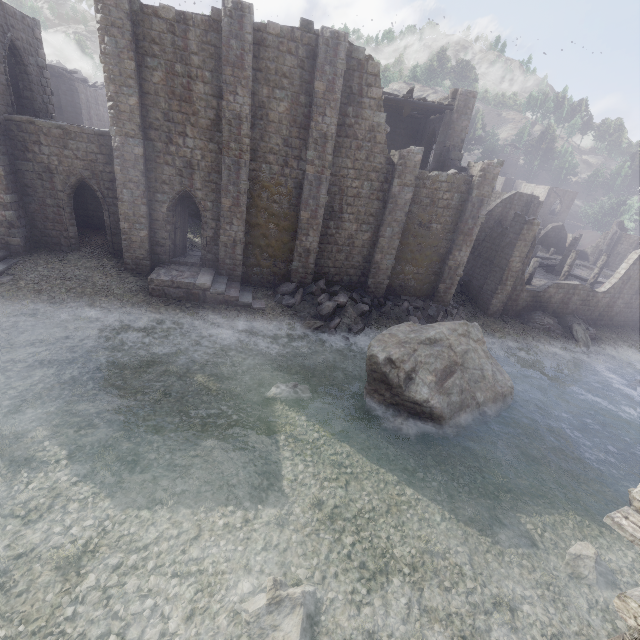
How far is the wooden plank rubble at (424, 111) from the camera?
20.5m

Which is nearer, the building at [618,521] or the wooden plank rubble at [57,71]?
the building at [618,521]

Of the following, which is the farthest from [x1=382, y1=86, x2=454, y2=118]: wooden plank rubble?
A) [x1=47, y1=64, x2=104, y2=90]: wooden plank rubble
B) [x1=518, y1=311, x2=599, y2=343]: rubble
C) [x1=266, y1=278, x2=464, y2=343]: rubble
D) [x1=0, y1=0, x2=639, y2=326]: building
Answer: [x1=47, y1=64, x2=104, y2=90]: wooden plank rubble

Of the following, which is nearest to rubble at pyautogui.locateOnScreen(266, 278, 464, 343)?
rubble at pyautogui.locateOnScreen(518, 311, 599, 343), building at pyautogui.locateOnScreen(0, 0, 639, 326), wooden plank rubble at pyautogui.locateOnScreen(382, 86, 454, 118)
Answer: building at pyautogui.locateOnScreen(0, 0, 639, 326)

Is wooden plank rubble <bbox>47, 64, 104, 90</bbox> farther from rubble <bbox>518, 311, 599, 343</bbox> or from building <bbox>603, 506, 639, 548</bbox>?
rubble <bbox>518, 311, 599, 343</bbox>

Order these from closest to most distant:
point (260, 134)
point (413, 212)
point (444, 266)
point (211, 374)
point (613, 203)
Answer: point (211, 374), point (260, 134), point (413, 212), point (444, 266), point (613, 203)

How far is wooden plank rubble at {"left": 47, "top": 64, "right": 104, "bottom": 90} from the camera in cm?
2382

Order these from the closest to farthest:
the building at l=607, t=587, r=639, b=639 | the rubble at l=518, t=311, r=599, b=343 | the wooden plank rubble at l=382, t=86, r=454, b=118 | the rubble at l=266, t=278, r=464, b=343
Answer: the building at l=607, t=587, r=639, b=639
the rubble at l=266, t=278, r=464, b=343
the wooden plank rubble at l=382, t=86, r=454, b=118
the rubble at l=518, t=311, r=599, b=343
